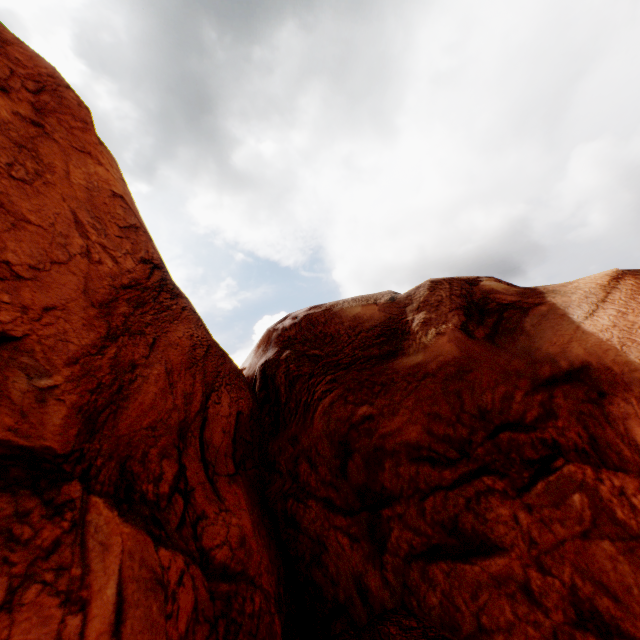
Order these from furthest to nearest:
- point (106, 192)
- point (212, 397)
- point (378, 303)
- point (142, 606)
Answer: point (378, 303) → point (212, 397) → point (106, 192) → point (142, 606)
